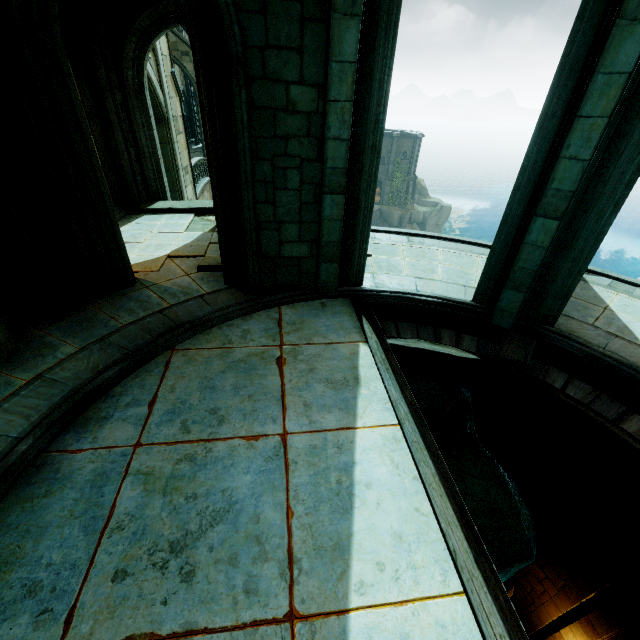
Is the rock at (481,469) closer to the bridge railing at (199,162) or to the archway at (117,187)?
the archway at (117,187)

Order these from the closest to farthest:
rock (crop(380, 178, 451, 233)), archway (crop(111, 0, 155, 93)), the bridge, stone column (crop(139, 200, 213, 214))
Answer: archway (crop(111, 0, 155, 93)), stone column (crop(139, 200, 213, 214)), the bridge, rock (crop(380, 178, 451, 233))

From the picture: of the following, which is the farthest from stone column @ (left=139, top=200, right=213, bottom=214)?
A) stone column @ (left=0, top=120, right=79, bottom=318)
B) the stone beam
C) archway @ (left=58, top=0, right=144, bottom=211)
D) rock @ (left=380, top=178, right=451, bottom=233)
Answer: rock @ (left=380, top=178, right=451, bottom=233)

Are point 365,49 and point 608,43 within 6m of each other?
yes

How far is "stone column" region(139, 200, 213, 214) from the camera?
9.8 meters

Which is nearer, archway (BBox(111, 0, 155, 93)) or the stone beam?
the stone beam

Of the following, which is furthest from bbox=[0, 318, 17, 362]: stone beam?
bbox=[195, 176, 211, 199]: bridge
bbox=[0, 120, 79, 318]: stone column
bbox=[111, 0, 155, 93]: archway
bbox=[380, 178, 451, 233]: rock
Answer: bbox=[380, 178, 451, 233]: rock

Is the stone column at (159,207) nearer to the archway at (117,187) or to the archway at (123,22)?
the archway at (117,187)
